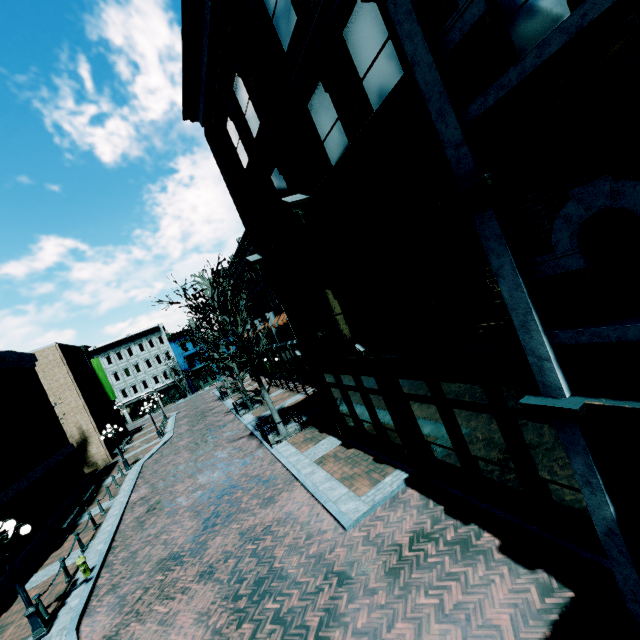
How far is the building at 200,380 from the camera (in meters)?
55.72

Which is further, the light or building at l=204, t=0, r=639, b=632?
the light

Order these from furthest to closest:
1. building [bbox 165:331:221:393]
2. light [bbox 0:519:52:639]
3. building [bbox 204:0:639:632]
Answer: building [bbox 165:331:221:393] < light [bbox 0:519:52:639] < building [bbox 204:0:639:632]

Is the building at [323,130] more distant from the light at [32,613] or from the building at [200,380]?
the light at [32,613]

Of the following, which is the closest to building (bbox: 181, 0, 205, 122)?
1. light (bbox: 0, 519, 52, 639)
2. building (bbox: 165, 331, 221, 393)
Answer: building (bbox: 165, 331, 221, 393)

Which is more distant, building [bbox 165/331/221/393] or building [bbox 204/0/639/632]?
building [bbox 165/331/221/393]

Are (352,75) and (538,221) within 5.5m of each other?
yes
